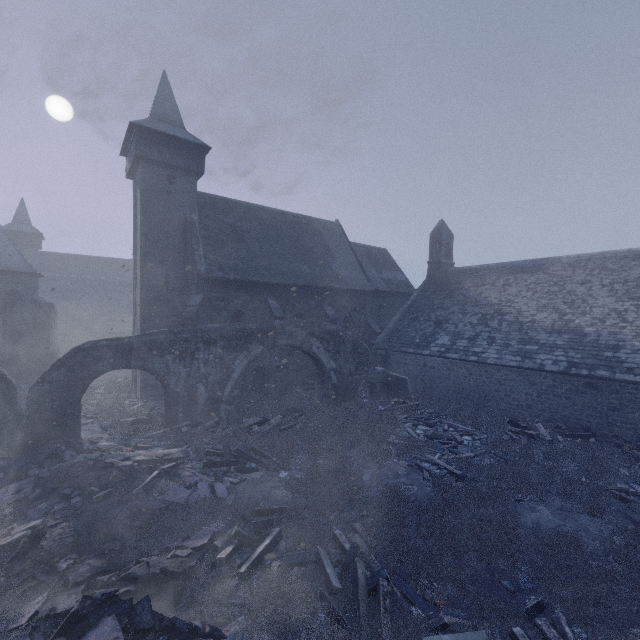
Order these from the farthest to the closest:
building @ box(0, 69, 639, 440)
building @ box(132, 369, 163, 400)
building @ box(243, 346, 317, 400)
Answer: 1. building @ box(243, 346, 317, 400)
2. building @ box(132, 369, 163, 400)
3. building @ box(0, 69, 639, 440)

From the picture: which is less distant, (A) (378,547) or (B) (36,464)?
(A) (378,547)

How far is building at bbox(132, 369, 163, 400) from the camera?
18.1 meters

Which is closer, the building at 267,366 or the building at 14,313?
the building at 14,313

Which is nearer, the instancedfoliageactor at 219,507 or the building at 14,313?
the instancedfoliageactor at 219,507

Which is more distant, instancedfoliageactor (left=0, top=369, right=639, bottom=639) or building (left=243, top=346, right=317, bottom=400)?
building (left=243, top=346, right=317, bottom=400)

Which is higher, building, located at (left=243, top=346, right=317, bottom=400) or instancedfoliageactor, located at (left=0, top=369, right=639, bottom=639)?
building, located at (left=243, top=346, right=317, bottom=400)
